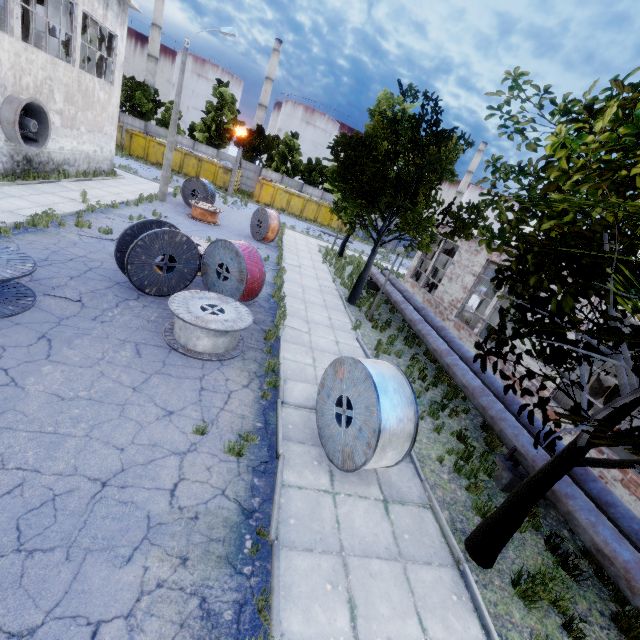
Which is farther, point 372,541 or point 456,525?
point 456,525

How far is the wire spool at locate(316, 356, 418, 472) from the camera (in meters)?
5.29

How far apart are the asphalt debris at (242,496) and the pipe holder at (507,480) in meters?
5.3

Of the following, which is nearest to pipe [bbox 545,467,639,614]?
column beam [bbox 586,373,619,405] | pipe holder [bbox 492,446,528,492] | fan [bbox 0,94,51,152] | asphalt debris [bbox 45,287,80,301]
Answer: pipe holder [bbox 492,446,528,492]

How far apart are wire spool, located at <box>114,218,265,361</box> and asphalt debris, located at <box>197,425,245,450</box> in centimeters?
488cm

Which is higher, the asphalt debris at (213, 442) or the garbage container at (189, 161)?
the garbage container at (189, 161)

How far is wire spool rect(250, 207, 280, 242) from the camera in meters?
19.6

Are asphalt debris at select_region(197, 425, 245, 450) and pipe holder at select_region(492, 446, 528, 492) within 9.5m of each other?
yes
